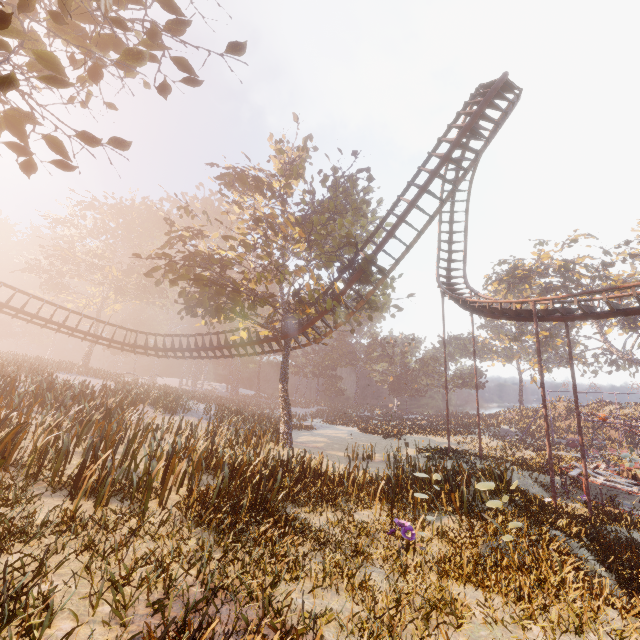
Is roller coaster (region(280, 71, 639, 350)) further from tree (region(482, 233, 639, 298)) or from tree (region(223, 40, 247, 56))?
tree (region(482, 233, 639, 298))

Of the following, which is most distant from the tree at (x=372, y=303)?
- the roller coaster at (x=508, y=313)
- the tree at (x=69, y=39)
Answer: the tree at (x=69, y=39)

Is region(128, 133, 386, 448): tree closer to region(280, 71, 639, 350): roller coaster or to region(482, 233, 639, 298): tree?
region(280, 71, 639, 350): roller coaster

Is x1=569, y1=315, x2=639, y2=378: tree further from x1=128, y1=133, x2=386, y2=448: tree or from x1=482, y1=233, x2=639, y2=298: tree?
x1=128, y1=133, x2=386, y2=448: tree

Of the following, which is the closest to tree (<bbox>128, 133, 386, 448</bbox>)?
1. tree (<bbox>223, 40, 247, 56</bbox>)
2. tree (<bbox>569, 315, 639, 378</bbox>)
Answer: tree (<bbox>223, 40, 247, 56</bbox>)

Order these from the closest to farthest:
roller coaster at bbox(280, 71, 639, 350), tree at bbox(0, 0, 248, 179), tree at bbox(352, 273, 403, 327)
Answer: tree at bbox(0, 0, 248, 179) → roller coaster at bbox(280, 71, 639, 350) → tree at bbox(352, 273, 403, 327)

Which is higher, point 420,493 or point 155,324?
point 155,324

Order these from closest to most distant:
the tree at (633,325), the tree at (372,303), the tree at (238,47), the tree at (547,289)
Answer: the tree at (238,47), the tree at (372,303), the tree at (547,289), the tree at (633,325)
